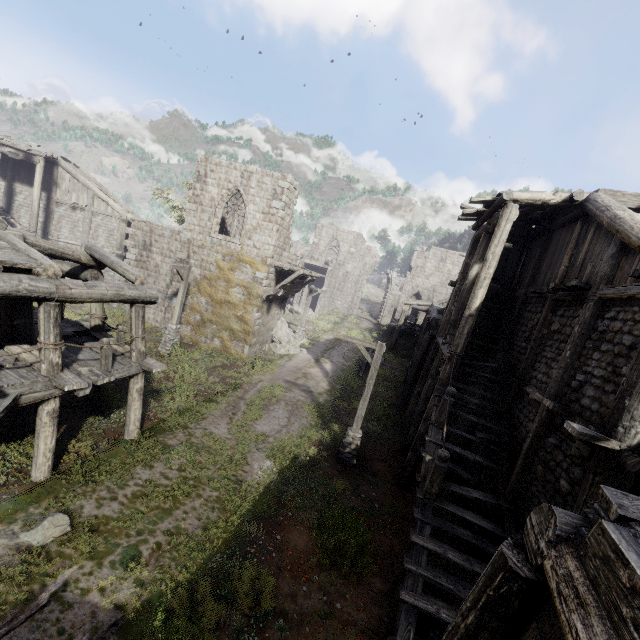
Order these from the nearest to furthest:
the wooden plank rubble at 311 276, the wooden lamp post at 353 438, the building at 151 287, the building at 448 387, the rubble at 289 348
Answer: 1. the building at 448 387
2. the building at 151 287
3. the wooden lamp post at 353 438
4. the wooden plank rubble at 311 276
5. the rubble at 289 348

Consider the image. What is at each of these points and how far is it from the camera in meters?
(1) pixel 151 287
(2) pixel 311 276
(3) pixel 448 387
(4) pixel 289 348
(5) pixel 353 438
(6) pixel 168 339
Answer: (1) building, 10.3 m
(2) wooden plank rubble, 22.1 m
(3) building, 9.6 m
(4) rubble, 23.4 m
(5) wooden lamp post, 12.1 m
(6) wooden lamp post, 18.6 m

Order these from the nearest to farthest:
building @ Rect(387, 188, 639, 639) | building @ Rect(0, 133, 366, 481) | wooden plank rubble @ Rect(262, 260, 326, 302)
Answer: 1. building @ Rect(387, 188, 639, 639)
2. building @ Rect(0, 133, 366, 481)
3. wooden plank rubble @ Rect(262, 260, 326, 302)

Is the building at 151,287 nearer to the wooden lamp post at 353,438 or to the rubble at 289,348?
the rubble at 289,348

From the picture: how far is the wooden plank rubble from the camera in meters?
19.4 m

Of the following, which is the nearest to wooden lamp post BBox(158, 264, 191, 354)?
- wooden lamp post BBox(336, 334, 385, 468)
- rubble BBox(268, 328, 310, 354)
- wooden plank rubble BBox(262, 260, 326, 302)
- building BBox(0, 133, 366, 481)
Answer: building BBox(0, 133, 366, 481)

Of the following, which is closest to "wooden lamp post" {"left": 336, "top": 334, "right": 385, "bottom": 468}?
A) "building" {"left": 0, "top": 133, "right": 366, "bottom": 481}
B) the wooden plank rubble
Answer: "building" {"left": 0, "top": 133, "right": 366, "bottom": 481}

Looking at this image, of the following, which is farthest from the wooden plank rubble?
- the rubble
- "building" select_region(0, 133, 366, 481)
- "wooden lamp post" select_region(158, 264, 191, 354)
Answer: "wooden lamp post" select_region(158, 264, 191, 354)
